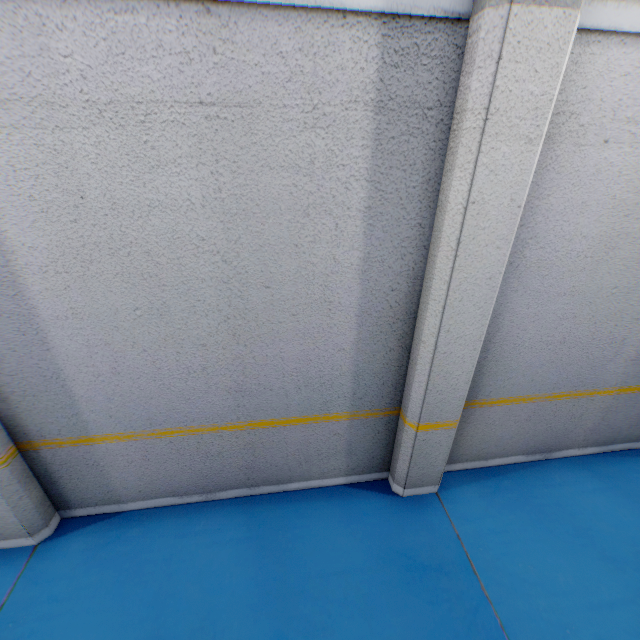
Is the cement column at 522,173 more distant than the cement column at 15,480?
No

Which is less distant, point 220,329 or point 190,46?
point 190,46

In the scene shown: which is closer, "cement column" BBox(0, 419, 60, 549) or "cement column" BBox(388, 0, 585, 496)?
"cement column" BBox(388, 0, 585, 496)
